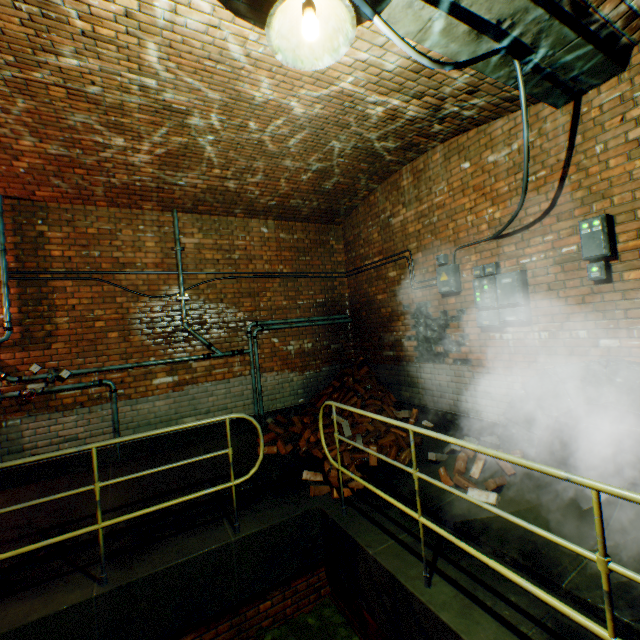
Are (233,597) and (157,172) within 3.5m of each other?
no

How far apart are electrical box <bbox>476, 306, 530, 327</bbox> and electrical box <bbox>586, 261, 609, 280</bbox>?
0.62m

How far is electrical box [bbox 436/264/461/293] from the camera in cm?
456

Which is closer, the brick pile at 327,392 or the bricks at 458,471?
the bricks at 458,471

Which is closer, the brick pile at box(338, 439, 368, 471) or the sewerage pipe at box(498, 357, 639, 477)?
the sewerage pipe at box(498, 357, 639, 477)

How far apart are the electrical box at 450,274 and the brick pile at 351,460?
2.2m

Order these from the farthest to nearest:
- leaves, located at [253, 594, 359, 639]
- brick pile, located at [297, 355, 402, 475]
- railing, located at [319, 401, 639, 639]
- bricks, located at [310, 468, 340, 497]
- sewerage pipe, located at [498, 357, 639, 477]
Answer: brick pile, located at [297, 355, 402, 475]
bricks, located at [310, 468, 340, 497]
leaves, located at [253, 594, 359, 639]
sewerage pipe, located at [498, 357, 639, 477]
railing, located at [319, 401, 639, 639]

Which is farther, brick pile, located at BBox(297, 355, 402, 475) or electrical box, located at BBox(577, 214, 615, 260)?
brick pile, located at BBox(297, 355, 402, 475)
